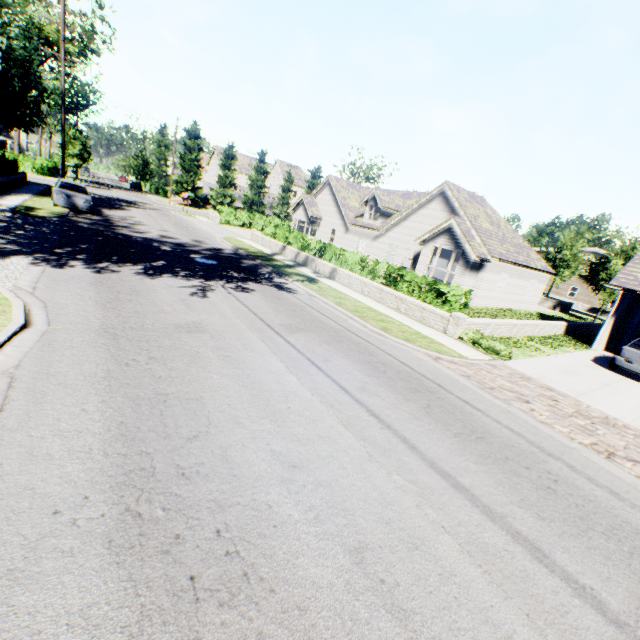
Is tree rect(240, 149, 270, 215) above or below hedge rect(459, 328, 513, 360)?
above

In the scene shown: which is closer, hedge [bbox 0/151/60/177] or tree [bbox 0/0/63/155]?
tree [bbox 0/0/63/155]

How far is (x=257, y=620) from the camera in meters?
2.6

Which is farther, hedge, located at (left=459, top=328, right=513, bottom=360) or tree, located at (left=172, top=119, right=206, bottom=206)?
tree, located at (left=172, top=119, right=206, bottom=206)

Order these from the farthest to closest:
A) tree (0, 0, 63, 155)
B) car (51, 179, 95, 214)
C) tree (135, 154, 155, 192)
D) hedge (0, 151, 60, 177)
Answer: tree (135, 154, 155, 192) → hedge (0, 151, 60, 177) → car (51, 179, 95, 214) → tree (0, 0, 63, 155)

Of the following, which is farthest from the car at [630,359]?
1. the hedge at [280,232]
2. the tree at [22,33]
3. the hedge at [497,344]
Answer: the tree at [22,33]

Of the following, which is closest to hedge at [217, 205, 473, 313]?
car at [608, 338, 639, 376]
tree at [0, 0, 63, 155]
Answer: car at [608, 338, 639, 376]

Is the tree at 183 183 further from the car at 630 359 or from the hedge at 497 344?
the hedge at 497 344
